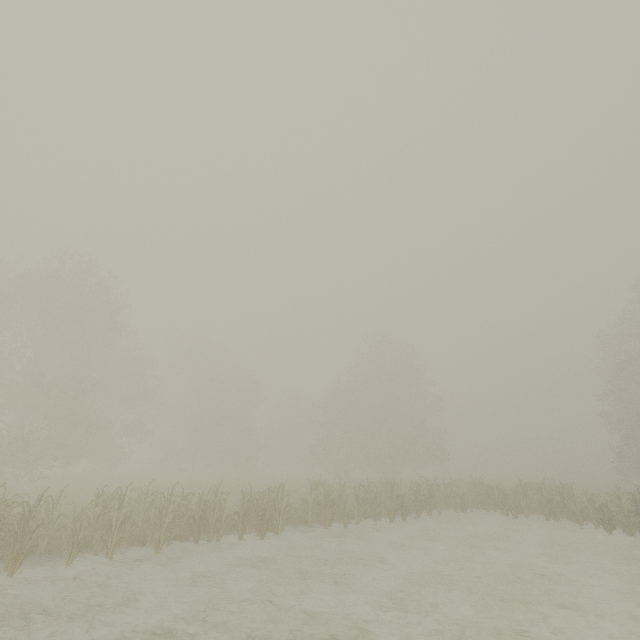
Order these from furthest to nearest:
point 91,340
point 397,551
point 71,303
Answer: point 91,340 → point 71,303 → point 397,551
